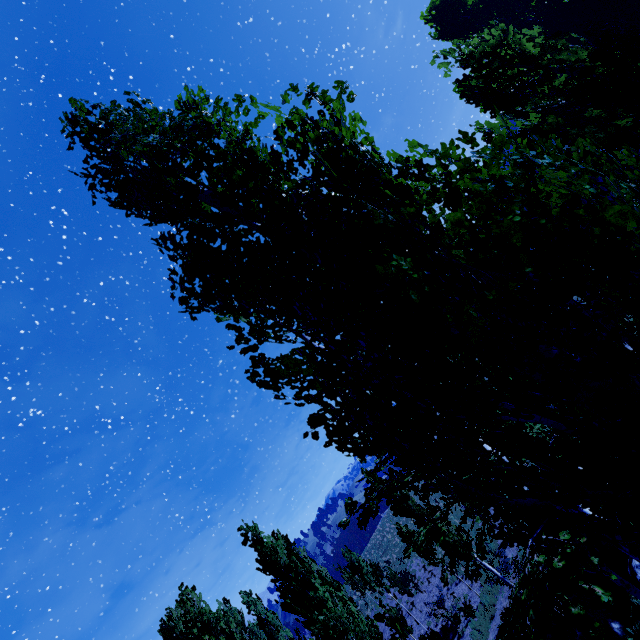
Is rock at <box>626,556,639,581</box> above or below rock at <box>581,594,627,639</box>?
above

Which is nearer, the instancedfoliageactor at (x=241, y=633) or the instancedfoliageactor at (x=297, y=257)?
the instancedfoliageactor at (x=297, y=257)

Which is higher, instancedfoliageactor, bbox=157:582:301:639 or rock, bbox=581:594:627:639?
instancedfoliageactor, bbox=157:582:301:639

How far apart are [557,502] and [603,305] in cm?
262

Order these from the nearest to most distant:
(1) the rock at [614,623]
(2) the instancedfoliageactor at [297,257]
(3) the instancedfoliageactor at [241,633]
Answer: (2) the instancedfoliageactor at [297,257]
(1) the rock at [614,623]
(3) the instancedfoliageactor at [241,633]

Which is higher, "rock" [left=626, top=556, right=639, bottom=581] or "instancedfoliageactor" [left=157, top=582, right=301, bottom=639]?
"instancedfoliageactor" [left=157, top=582, right=301, bottom=639]

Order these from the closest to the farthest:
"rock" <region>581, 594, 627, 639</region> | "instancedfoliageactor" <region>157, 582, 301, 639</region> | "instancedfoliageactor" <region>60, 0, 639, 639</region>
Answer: "instancedfoliageactor" <region>60, 0, 639, 639</region> → "rock" <region>581, 594, 627, 639</region> → "instancedfoliageactor" <region>157, 582, 301, 639</region>

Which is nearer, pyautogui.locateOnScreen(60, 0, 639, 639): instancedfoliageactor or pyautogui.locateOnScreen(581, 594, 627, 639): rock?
pyautogui.locateOnScreen(60, 0, 639, 639): instancedfoliageactor
